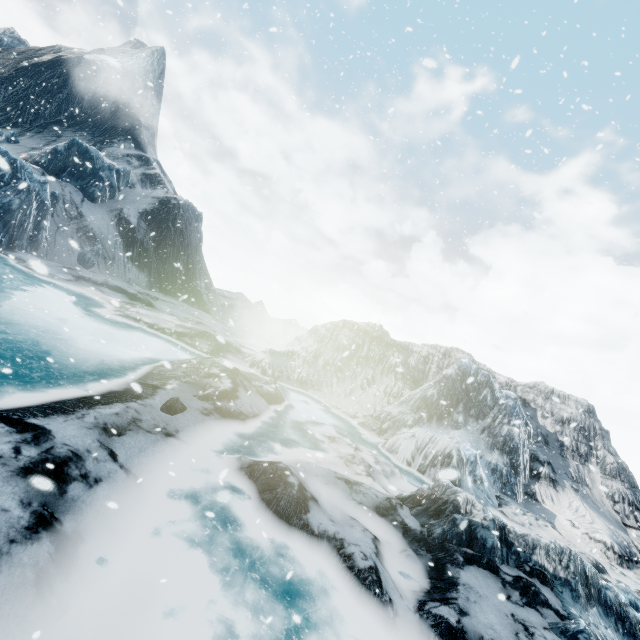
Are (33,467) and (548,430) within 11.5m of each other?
no
